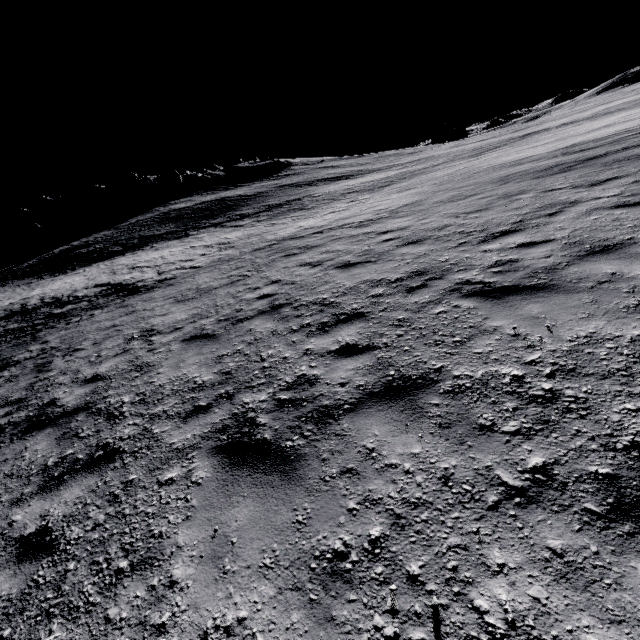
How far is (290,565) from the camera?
2.3m
